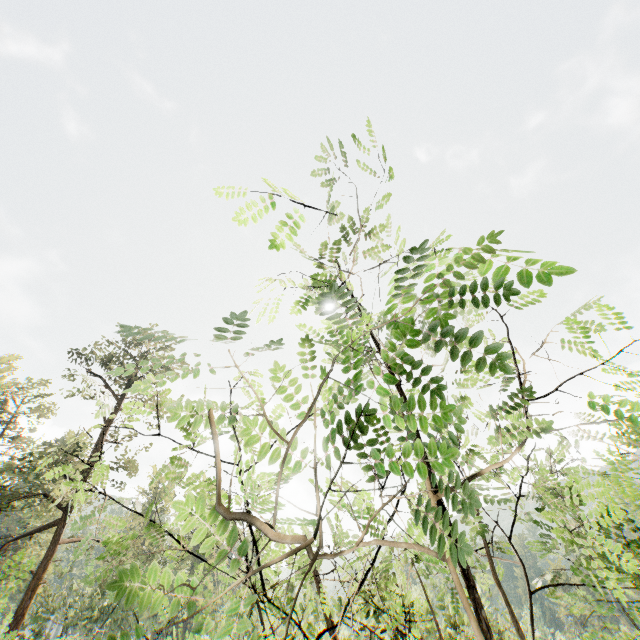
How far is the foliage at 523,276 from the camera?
1.4 meters

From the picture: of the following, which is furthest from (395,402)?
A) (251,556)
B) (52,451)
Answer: (52,451)

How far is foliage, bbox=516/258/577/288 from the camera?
1.4m
